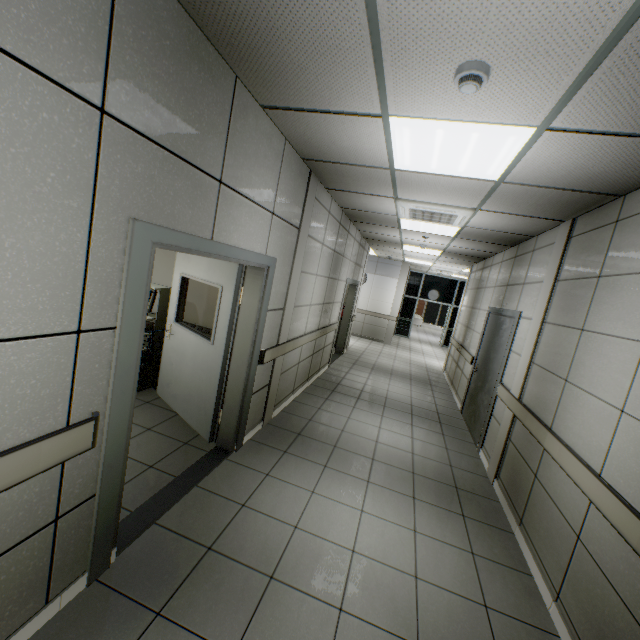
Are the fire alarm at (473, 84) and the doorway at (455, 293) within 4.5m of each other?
no

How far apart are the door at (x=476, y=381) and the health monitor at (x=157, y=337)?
4.9m

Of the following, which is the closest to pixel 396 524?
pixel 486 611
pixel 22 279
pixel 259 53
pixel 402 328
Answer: pixel 486 611

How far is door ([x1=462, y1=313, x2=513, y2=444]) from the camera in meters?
4.9 m

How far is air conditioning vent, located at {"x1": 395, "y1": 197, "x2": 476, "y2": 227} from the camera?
4.0 meters

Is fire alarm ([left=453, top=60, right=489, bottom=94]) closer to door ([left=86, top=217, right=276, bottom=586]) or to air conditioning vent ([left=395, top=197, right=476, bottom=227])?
door ([left=86, top=217, right=276, bottom=586])

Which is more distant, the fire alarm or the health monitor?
the health monitor

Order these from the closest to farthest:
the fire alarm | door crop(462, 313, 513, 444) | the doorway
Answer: the fire alarm
door crop(462, 313, 513, 444)
the doorway
